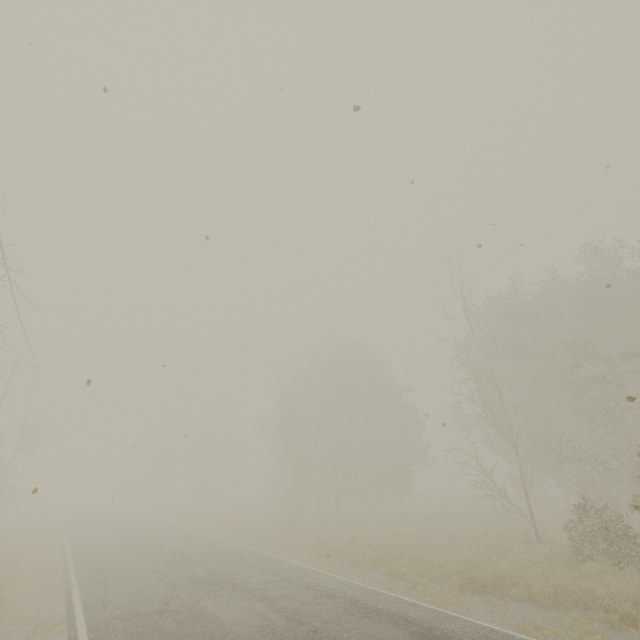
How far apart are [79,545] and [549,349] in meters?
29.3
